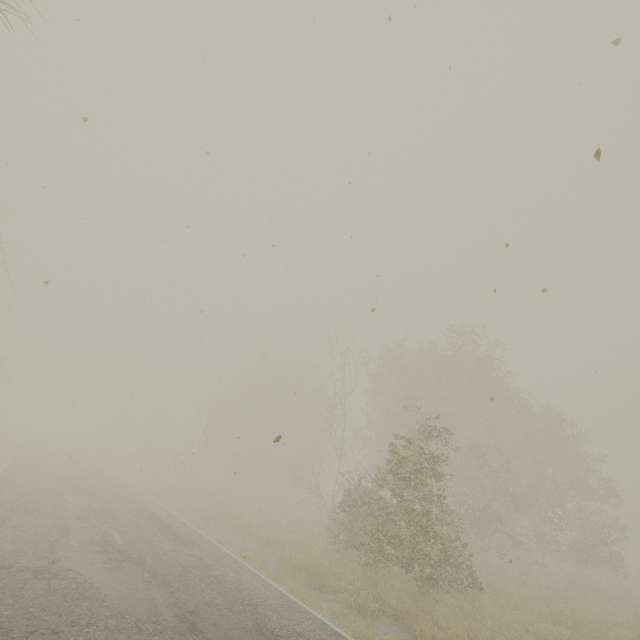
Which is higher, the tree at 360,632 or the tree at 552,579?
the tree at 552,579

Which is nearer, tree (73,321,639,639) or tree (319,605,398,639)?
tree (319,605,398,639)

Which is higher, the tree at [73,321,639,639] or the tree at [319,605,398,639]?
the tree at [73,321,639,639]

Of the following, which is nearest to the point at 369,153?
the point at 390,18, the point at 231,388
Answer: the point at 390,18

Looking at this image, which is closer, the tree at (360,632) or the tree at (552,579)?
the tree at (360,632)
